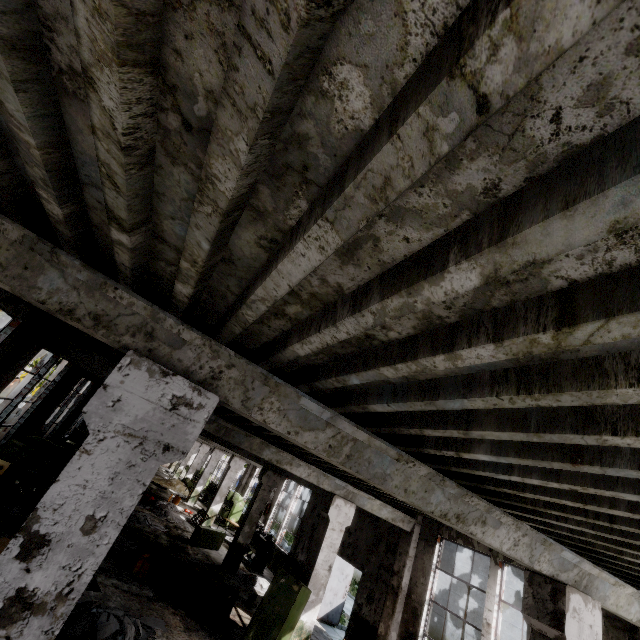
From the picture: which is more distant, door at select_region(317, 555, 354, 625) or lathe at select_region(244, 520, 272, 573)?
lathe at select_region(244, 520, 272, 573)

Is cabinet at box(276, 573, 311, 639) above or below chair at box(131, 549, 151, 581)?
above

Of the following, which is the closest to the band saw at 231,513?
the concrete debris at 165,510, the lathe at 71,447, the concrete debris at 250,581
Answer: the concrete debris at 165,510

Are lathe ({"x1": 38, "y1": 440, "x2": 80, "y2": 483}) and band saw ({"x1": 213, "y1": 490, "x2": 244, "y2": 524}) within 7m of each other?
no

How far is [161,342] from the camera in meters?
2.8

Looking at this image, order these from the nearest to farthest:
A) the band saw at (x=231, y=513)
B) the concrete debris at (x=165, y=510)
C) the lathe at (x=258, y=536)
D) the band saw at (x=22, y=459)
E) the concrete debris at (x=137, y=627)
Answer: the concrete debris at (x=137, y=627) → the band saw at (x=22, y=459) → the lathe at (x=258, y=536) → the concrete debris at (x=165, y=510) → the band saw at (x=231, y=513)

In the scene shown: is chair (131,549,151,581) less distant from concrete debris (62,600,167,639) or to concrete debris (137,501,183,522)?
concrete debris (62,600,167,639)

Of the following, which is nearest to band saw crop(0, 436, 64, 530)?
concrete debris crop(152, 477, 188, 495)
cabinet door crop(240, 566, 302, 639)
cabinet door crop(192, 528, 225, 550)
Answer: cabinet door crop(240, 566, 302, 639)
